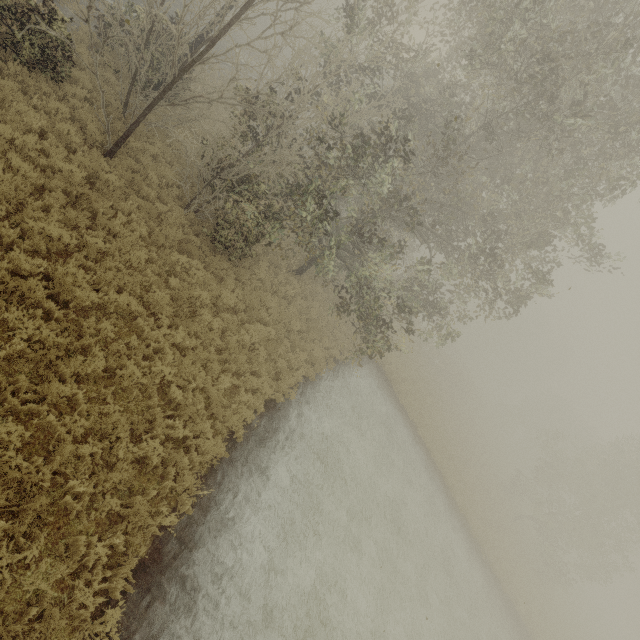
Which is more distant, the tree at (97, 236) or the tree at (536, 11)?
the tree at (536, 11)

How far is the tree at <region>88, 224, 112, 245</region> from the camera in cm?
802

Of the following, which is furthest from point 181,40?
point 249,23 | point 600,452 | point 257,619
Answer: point 600,452

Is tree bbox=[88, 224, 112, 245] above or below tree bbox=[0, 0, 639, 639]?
below

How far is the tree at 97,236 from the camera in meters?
8.0 m

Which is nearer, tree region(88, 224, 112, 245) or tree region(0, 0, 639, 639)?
tree region(88, 224, 112, 245)
